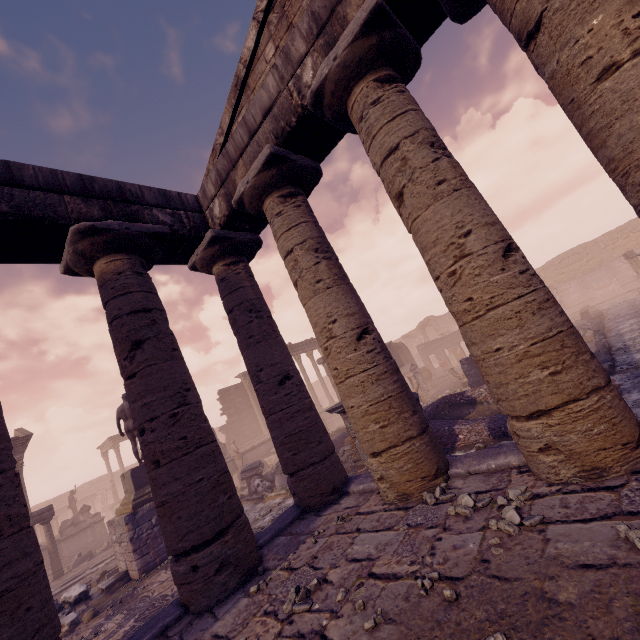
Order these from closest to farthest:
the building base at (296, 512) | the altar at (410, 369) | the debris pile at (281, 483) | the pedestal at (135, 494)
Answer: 1. the building base at (296, 512)
2. the pedestal at (135, 494)
3. the debris pile at (281, 483)
4. the altar at (410, 369)

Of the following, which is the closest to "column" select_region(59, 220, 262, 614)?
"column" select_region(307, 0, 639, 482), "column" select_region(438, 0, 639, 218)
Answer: "column" select_region(307, 0, 639, 482)

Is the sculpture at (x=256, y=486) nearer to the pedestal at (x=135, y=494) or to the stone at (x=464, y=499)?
the pedestal at (x=135, y=494)

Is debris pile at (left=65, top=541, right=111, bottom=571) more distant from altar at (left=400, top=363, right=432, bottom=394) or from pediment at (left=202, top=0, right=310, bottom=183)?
altar at (left=400, top=363, right=432, bottom=394)

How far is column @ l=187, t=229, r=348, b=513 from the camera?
5.70m

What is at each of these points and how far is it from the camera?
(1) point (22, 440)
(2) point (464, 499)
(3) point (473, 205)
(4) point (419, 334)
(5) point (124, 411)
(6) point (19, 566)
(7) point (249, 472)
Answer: (1) building, 18.8m
(2) stone, 3.5m
(3) column, 3.5m
(4) wall arch, 40.0m
(5) sculpture, 12.3m
(6) column, 3.1m
(7) column piece, 14.5m

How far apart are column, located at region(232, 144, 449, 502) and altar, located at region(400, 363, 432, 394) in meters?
16.2 m

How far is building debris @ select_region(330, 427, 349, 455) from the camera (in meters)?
13.52
